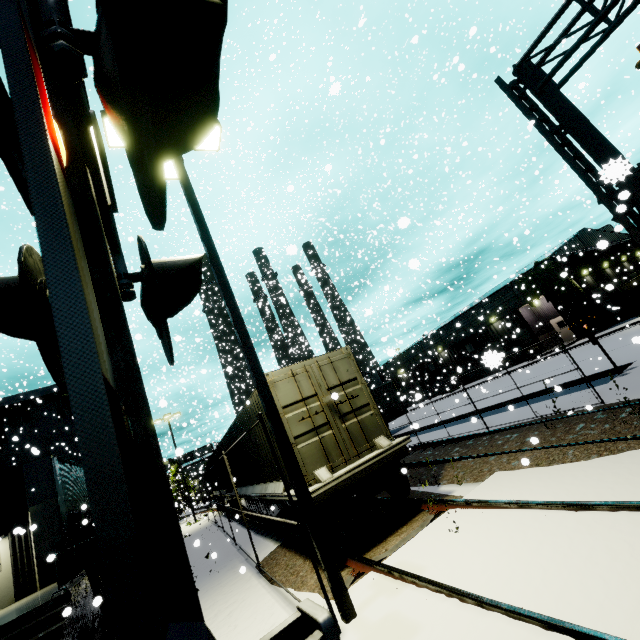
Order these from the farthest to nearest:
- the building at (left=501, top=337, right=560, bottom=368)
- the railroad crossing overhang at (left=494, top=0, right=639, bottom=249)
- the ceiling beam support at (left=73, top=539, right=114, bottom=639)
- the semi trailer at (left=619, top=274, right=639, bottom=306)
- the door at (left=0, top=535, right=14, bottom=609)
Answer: the semi trailer at (left=619, top=274, right=639, bottom=306) → the building at (left=501, top=337, right=560, bottom=368) → the door at (left=0, top=535, right=14, bottom=609) → the ceiling beam support at (left=73, top=539, right=114, bottom=639) → the railroad crossing overhang at (left=494, top=0, right=639, bottom=249)

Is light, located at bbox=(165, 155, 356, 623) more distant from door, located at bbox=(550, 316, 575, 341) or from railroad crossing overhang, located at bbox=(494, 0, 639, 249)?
door, located at bbox=(550, 316, 575, 341)

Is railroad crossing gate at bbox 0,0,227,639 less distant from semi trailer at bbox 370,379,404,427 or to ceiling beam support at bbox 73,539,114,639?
semi trailer at bbox 370,379,404,427

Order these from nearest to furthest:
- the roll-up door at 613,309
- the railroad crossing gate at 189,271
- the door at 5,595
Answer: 1. the railroad crossing gate at 189,271
2. the door at 5,595
3. the roll-up door at 613,309

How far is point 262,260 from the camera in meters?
20.4 m

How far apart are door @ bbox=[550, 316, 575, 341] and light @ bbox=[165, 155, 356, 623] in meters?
36.3

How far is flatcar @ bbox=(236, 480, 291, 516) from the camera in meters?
8.1

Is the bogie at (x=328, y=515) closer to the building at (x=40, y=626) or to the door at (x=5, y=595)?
the building at (x=40, y=626)
